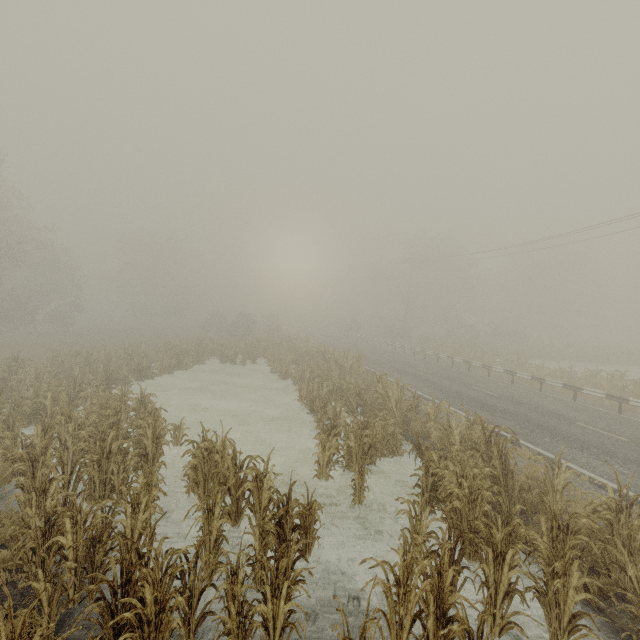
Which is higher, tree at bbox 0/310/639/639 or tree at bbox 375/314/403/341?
tree at bbox 375/314/403/341

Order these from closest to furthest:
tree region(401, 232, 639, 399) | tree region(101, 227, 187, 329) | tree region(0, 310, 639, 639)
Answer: tree region(0, 310, 639, 639)
tree region(401, 232, 639, 399)
tree region(101, 227, 187, 329)

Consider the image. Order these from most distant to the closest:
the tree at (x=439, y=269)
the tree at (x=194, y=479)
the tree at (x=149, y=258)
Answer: the tree at (x=149, y=258) → the tree at (x=439, y=269) → the tree at (x=194, y=479)

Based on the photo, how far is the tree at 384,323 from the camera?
47.2m

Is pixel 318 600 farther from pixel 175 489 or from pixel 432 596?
pixel 175 489

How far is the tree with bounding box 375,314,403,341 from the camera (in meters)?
47.25

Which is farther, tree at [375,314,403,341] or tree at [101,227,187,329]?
tree at [101,227,187,329]

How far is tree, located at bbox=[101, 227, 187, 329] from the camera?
54.0 meters
